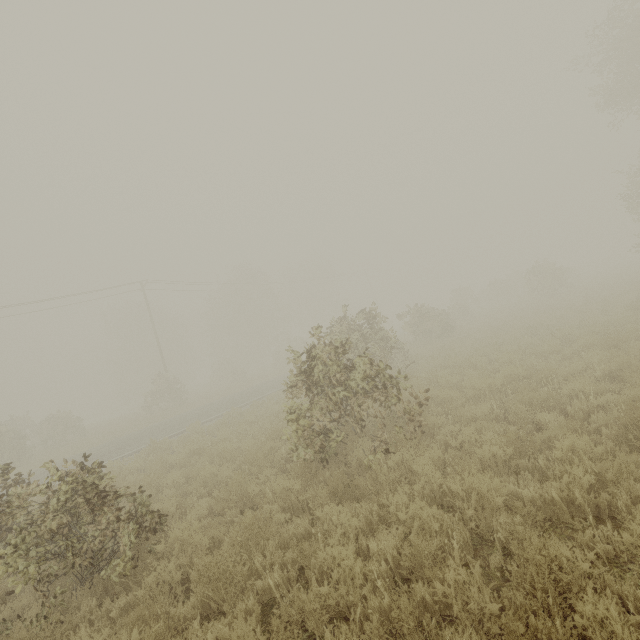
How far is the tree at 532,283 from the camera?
6.8m

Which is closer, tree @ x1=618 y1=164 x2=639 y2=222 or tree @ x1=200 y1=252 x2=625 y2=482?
tree @ x1=200 y1=252 x2=625 y2=482

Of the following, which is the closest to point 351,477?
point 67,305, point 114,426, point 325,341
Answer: point 114,426

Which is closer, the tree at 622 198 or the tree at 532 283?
the tree at 532 283

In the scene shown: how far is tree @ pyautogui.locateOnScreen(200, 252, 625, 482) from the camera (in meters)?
6.84
